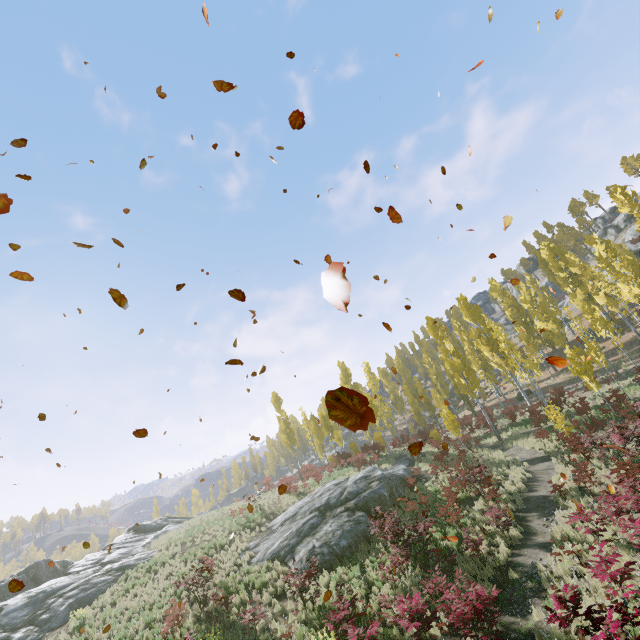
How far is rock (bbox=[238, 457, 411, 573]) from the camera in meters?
14.9

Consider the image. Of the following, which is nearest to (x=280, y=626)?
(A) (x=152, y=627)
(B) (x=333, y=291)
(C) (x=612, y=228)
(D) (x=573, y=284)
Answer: (A) (x=152, y=627)

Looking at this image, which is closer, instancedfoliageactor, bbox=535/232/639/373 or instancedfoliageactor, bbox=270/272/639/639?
instancedfoliageactor, bbox=270/272/639/639

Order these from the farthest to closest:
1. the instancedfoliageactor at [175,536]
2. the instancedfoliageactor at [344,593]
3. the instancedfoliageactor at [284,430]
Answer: the instancedfoliageactor at [175,536]
the instancedfoliageactor at [344,593]
the instancedfoliageactor at [284,430]

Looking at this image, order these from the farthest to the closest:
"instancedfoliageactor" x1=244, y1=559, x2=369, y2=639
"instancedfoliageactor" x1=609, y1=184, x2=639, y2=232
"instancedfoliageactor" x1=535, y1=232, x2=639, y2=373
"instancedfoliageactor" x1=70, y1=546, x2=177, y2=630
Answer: "instancedfoliageactor" x1=609, y1=184, x2=639, y2=232
"instancedfoliageactor" x1=535, y1=232, x2=639, y2=373
"instancedfoliageactor" x1=70, y1=546, x2=177, y2=630
"instancedfoliageactor" x1=244, y1=559, x2=369, y2=639

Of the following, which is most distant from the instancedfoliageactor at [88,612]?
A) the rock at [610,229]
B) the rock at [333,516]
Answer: the rock at [610,229]

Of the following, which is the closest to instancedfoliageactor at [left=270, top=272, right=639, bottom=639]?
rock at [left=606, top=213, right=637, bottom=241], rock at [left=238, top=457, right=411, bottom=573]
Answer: rock at [left=238, top=457, right=411, bottom=573]
